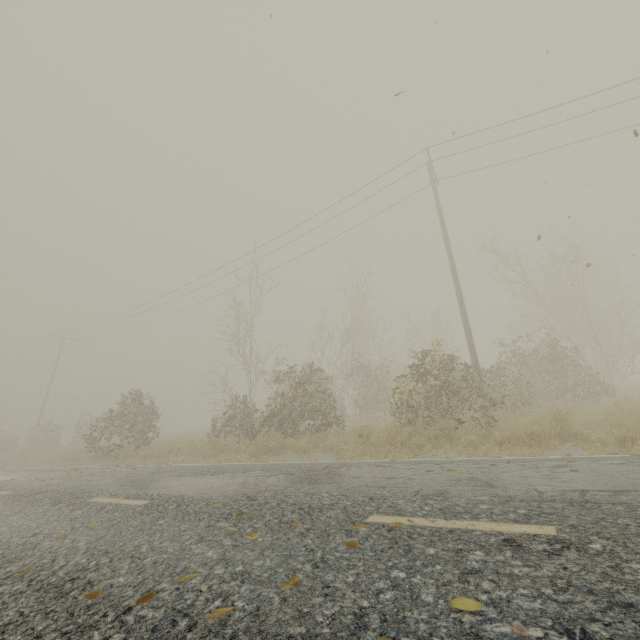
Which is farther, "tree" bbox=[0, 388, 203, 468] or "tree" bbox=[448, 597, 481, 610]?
"tree" bbox=[0, 388, 203, 468]

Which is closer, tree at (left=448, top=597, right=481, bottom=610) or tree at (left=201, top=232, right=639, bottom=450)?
tree at (left=448, top=597, right=481, bottom=610)

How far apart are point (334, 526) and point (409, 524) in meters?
0.7

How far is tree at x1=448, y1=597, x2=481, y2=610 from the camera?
1.6m

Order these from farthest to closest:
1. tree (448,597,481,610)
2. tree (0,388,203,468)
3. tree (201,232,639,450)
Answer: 1. tree (0,388,203,468)
2. tree (201,232,639,450)
3. tree (448,597,481,610)

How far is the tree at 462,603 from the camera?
1.63m

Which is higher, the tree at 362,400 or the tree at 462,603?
the tree at 362,400
